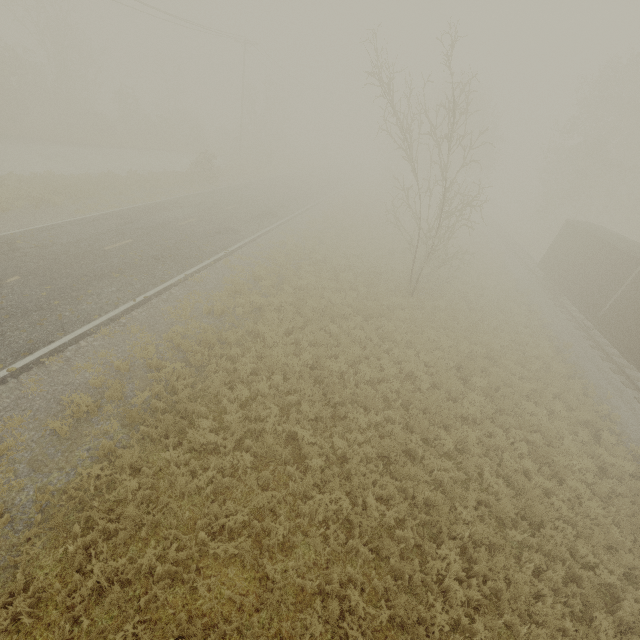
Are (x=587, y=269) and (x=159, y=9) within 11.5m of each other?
no
